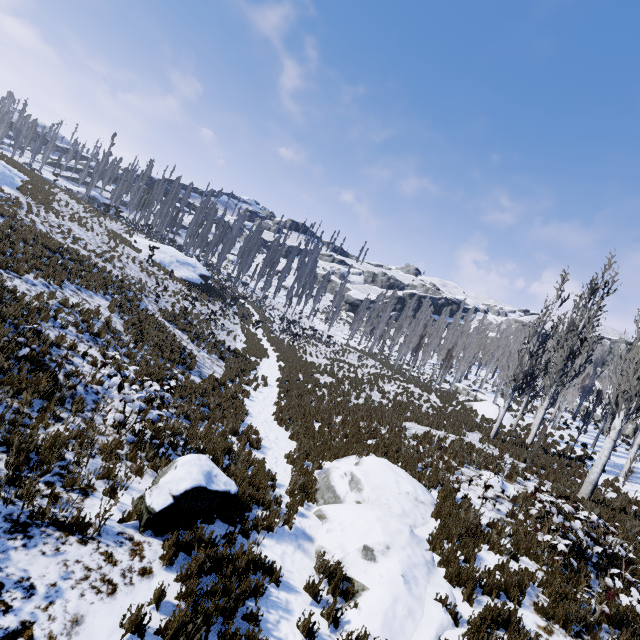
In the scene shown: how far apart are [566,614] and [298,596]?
4.9 meters

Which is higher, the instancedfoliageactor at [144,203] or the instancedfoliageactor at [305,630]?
the instancedfoliageactor at [144,203]

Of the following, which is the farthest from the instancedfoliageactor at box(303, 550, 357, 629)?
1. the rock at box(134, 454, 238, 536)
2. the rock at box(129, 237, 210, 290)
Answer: the rock at box(134, 454, 238, 536)

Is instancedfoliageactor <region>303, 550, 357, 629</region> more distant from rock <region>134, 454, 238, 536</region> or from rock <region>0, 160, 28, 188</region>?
rock <region>0, 160, 28, 188</region>

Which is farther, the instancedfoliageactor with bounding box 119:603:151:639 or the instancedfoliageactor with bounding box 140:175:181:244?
the instancedfoliageactor with bounding box 140:175:181:244

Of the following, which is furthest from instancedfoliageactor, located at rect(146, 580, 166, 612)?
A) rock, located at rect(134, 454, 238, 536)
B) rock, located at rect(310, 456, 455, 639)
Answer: rock, located at rect(134, 454, 238, 536)

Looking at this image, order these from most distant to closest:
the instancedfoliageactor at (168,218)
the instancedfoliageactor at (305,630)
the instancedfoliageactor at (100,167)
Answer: the instancedfoliageactor at (100,167)
the instancedfoliageactor at (168,218)
the instancedfoliageactor at (305,630)

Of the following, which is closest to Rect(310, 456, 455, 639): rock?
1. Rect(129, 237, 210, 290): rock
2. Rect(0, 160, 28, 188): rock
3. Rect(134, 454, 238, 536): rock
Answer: Rect(134, 454, 238, 536): rock
